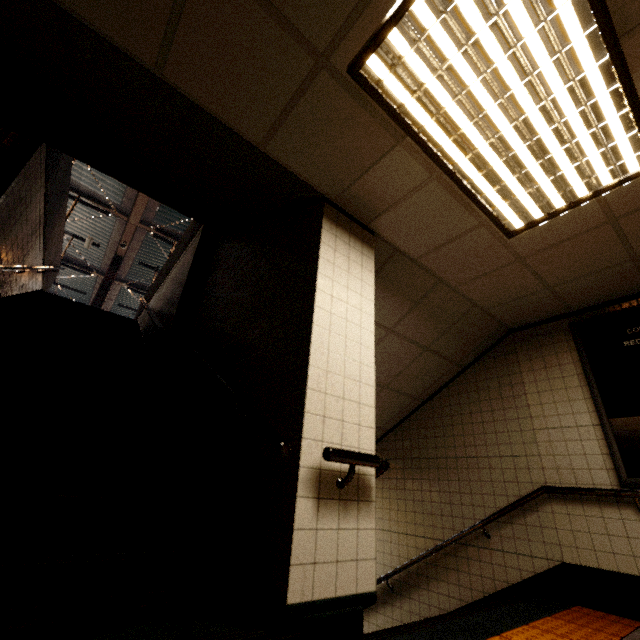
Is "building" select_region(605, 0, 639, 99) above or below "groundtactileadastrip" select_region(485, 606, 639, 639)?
above

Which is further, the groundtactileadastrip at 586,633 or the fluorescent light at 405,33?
the groundtactileadastrip at 586,633

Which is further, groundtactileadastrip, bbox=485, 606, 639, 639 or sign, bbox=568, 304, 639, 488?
sign, bbox=568, 304, 639, 488

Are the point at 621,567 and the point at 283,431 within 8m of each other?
yes

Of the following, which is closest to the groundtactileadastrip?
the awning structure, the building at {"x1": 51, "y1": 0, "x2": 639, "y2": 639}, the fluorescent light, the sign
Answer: the building at {"x1": 51, "y1": 0, "x2": 639, "y2": 639}

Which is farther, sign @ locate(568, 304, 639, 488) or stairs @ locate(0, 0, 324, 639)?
sign @ locate(568, 304, 639, 488)

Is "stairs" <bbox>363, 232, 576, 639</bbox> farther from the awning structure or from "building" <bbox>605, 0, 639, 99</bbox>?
the awning structure

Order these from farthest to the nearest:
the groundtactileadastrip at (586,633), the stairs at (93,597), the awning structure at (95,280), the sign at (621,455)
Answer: the awning structure at (95,280) → the sign at (621,455) → the groundtactileadastrip at (586,633) → the stairs at (93,597)
